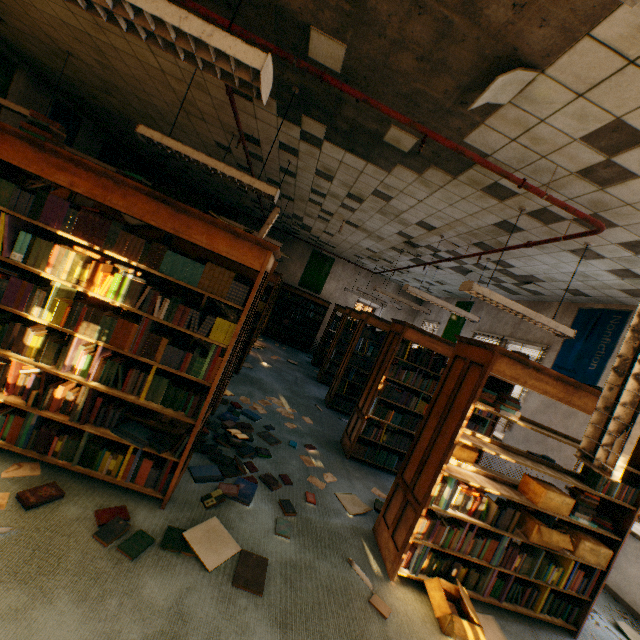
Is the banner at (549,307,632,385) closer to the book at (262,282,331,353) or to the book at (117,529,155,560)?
the book at (117,529,155,560)

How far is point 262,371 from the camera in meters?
7.5

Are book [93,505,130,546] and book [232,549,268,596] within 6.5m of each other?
yes

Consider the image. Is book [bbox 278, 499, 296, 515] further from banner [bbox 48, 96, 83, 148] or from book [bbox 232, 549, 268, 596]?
banner [bbox 48, 96, 83, 148]

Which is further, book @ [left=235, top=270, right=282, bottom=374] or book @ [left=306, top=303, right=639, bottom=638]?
book @ [left=235, top=270, right=282, bottom=374]

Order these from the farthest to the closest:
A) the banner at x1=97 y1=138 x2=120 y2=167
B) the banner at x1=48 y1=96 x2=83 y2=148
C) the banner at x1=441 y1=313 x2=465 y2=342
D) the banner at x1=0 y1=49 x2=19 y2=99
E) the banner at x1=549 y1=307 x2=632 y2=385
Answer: the banner at x1=441 y1=313 x2=465 y2=342
the banner at x1=97 y1=138 x2=120 y2=167
the banner at x1=48 y1=96 x2=83 y2=148
the banner at x1=0 y1=49 x2=19 y2=99
the banner at x1=549 y1=307 x2=632 y2=385

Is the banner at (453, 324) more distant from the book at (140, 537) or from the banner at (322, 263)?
the book at (140, 537)

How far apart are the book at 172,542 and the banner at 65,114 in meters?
8.7
